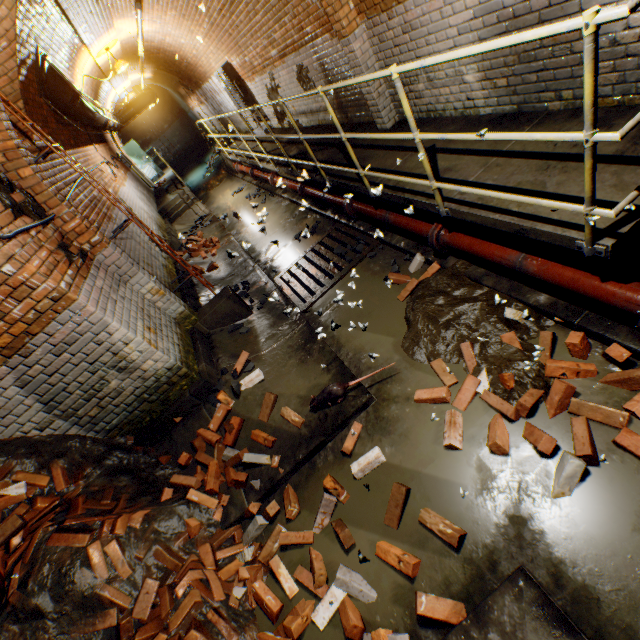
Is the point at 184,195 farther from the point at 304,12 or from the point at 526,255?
the point at 526,255

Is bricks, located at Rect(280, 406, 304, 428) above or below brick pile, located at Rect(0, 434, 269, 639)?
below

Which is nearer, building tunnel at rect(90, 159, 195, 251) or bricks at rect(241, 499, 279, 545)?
bricks at rect(241, 499, 279, 545)

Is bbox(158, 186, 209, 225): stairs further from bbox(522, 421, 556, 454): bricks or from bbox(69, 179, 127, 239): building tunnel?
bbox(522, 421, 556, 454): bricks

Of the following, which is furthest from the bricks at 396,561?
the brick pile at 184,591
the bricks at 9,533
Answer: the bricks at 9,533

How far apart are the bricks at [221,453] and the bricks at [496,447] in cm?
119

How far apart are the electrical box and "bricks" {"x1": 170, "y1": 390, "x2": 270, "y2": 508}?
8.8 meters
